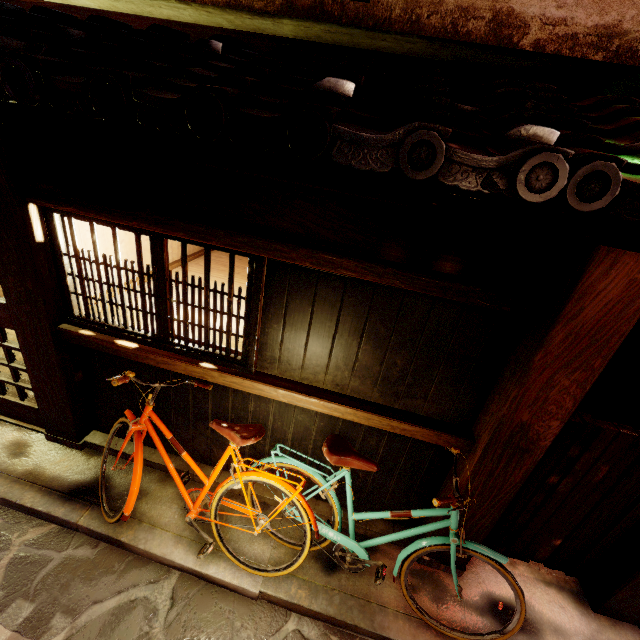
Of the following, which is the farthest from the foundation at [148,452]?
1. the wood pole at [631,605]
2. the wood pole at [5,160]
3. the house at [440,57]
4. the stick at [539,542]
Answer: the house at [440,57]

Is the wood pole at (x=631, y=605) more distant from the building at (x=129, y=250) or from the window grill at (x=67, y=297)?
the window grill at (x=67, y=297)

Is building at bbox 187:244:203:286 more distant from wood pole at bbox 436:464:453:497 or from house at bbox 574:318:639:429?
house at bbox 574:318:639:429

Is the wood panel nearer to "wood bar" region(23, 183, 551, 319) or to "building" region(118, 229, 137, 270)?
"wood bar" region(23, 183, 551, 319)

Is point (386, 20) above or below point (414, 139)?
above

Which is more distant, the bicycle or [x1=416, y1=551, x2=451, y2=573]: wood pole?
[x1=416, y1=551, x2=451, y2=573]: wood pole

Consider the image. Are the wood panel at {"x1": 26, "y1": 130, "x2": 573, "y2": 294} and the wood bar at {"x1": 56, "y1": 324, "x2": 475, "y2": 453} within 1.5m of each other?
no

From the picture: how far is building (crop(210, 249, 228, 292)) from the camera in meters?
8.3 m
